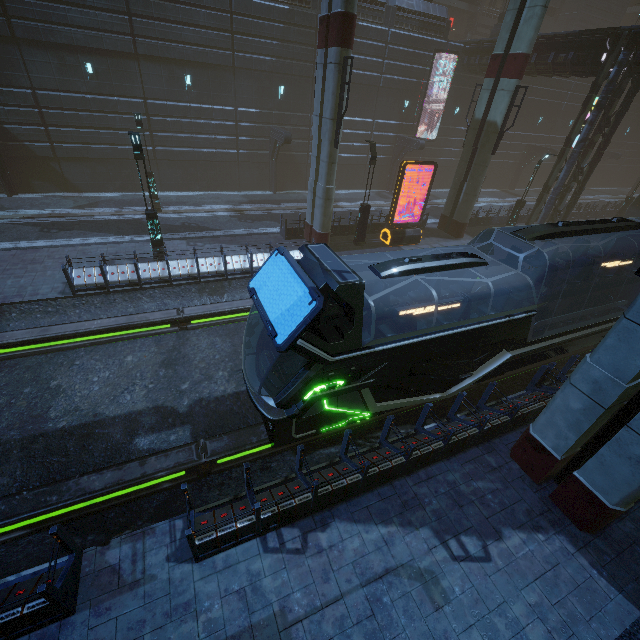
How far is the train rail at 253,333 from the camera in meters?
13.2 m

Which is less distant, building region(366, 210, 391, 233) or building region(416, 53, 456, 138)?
building region(366, 210, 391, 233)

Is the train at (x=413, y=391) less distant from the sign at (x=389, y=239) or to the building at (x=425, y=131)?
the building at (x=425, y=131)

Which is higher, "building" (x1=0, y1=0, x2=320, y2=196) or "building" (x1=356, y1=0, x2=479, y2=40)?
"building" (x1=356, y1=0, x2=479, y2=40)

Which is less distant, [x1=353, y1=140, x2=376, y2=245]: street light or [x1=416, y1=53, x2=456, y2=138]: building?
[x1=353, y1=140, x2=376, y2=245]: street light

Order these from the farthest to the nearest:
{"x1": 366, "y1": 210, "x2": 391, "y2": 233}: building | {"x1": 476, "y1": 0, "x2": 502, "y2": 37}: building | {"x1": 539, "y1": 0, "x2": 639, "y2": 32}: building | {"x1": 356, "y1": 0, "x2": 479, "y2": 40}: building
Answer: {"x1": 539, "y1": 0, "x2": 639, "y2": 32}: building, {"x1": 476, "y1": 0, "x2": 502, "y2": 37}: building, {"x1": 356, "y1": 0, "x2": 479, "y2": 40}: building, {"x1": 366, "y1": 210, "x2": 391, "y2": 233}: building

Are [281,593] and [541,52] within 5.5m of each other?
no

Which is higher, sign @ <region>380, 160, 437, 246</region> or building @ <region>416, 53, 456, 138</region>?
building @ <region>416, 53, 456, 138</region>
